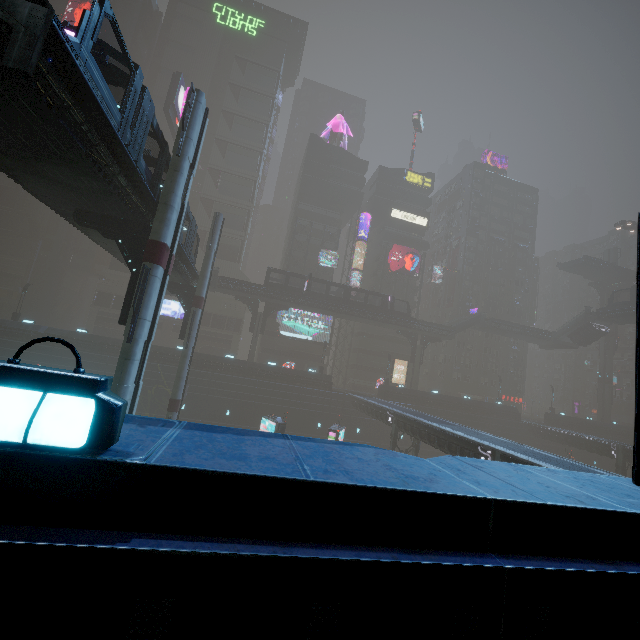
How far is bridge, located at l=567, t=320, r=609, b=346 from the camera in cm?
4946

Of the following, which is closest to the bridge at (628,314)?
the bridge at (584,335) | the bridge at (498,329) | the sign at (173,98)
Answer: the bridge at (584,335)

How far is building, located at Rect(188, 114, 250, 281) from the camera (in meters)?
57.59

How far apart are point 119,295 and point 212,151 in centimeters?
3094cm

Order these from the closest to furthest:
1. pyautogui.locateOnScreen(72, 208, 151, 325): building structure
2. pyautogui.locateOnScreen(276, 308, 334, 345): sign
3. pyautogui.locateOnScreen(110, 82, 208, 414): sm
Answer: pyautogui.locateOnScreen(110, 82, 208, 414): sm → pyautogui.locateOnScreen(72, 208, 151, 325): building structure → pyautogui.locateOnScreen(276, 308, 334, 345): sign

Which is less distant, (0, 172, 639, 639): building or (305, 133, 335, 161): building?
(0, 172, 639, 639): building

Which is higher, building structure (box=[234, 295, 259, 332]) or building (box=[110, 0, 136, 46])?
building (box=[110, 0, 136, 46])

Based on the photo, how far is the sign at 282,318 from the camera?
54.2m
